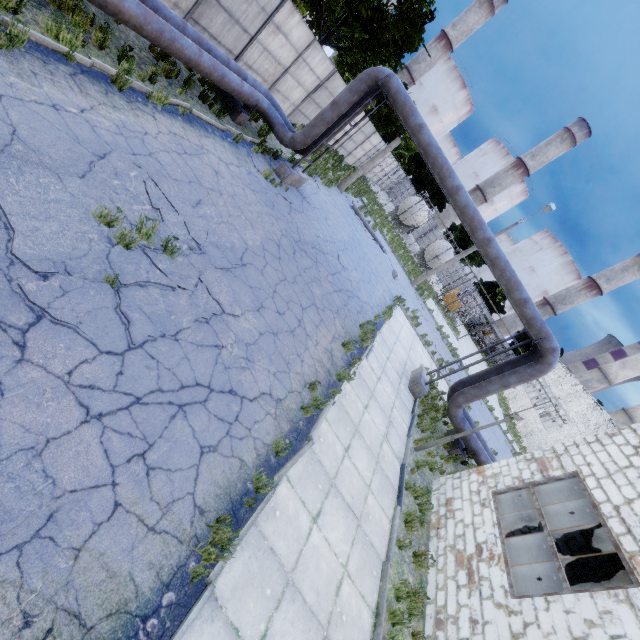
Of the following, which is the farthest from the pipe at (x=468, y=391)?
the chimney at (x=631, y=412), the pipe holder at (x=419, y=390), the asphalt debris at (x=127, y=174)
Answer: the chimney at (x=631, y=412)

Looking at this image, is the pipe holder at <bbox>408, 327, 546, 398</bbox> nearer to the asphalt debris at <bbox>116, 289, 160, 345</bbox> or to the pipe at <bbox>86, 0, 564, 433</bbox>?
the pipe at <bbox>86, 0, 564, 433</bbox>

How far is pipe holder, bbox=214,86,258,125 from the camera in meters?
11.7

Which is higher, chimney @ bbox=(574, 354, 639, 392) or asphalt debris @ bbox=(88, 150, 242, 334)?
chimney @ bbox=(574, 354, 639, 392)

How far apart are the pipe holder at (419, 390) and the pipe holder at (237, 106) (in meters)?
12.16

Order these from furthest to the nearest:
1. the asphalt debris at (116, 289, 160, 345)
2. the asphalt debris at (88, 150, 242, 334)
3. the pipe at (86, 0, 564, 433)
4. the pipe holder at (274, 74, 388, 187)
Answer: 1. the pipe holder at (274, 74, 388, 187)
2. the pipe at (86, 0, 564, 433)
3. the asphalt debris at (88, 150, 242, 334)
4. the asphalt debris at (116, 289, 160, 345)

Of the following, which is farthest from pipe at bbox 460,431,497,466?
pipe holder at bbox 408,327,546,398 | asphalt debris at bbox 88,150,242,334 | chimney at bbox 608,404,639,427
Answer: chimney at bbox 608,404,639,427

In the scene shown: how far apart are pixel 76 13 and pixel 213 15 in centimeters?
609cm
